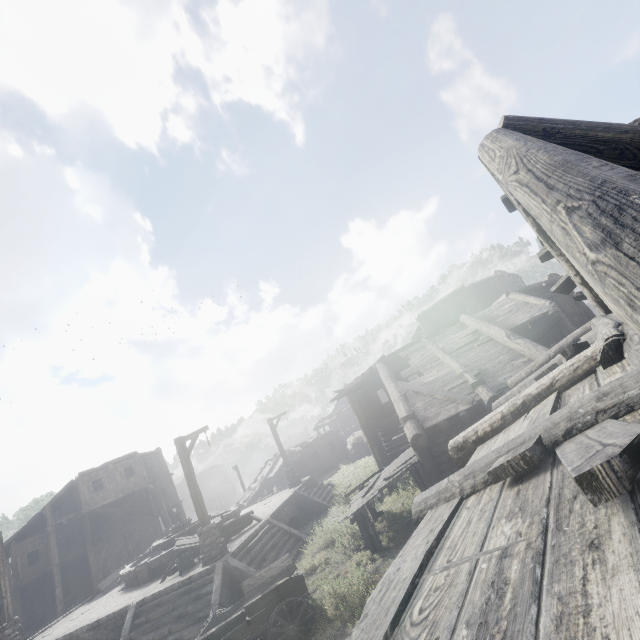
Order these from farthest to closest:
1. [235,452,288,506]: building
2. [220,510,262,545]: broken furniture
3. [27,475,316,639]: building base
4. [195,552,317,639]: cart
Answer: [235,452,288,506]: building < [220,510,262,545]: broken furniture < [27,475,316,639]: building base < [195,552,317,639]: cart

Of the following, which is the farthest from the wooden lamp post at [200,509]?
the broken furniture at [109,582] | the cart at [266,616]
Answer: the broken furniture at [109,582]

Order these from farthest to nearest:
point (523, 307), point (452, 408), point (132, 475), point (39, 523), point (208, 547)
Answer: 1. point (132, 475)
2. point (39, 523)
3. point (523, 307)
4. point (208, 547)
5. point (452, 408)

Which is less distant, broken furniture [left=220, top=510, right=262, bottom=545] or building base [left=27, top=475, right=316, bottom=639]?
building base [left=27, top=475, right=316, bottom=639]

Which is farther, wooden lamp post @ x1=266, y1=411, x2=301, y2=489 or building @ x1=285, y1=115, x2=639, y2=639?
wooden lamp post @ x1=266, y1=411, x2=301, y2=489

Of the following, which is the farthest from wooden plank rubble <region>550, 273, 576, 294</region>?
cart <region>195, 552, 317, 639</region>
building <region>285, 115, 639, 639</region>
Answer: cart <region>195, 552, 317, 639</region>

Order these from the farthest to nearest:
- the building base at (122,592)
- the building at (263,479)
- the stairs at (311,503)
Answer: the building at (263,479)
the stairs at (311,503)
the building base at (122,592)

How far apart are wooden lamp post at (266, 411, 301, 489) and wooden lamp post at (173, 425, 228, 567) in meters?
9.1 m
